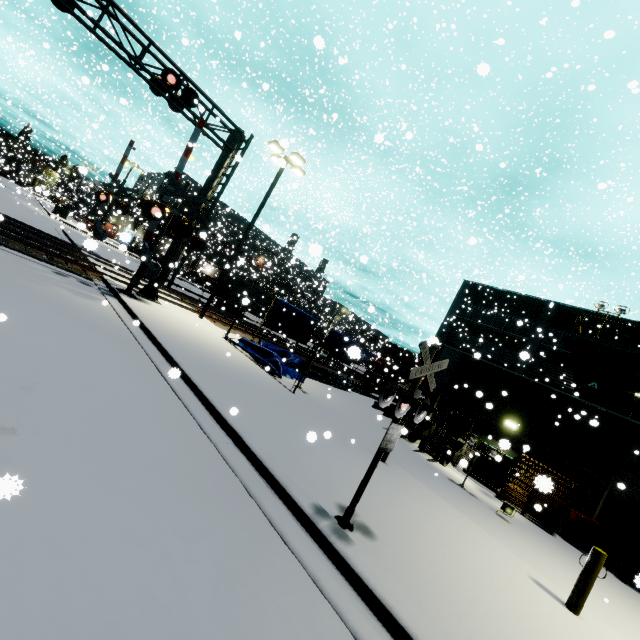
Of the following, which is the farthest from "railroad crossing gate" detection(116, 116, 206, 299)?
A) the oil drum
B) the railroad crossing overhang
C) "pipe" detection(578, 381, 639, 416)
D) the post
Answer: the oil drum

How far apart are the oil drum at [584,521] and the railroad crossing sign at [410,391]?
11.34m

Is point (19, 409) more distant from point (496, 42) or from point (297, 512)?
point (496, 42)

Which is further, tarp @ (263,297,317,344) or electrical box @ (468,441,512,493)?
tarp @ (263,297,317,344)

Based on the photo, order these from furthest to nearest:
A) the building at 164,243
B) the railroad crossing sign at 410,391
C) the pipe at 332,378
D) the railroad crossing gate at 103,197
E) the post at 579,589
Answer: the building at 164,243 < the railroad crossing gate at 103,197 < the pipe at 332,378 < the post at 579,589 < the railroad crossing sign at 410,391

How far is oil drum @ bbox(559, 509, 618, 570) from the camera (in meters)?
10.45

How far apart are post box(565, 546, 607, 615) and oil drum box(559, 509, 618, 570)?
6.33m

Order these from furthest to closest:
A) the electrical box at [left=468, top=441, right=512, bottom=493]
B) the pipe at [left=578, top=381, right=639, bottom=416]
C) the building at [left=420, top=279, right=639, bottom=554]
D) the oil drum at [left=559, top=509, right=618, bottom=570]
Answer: the pipe at [left=578, top=381, right=639, bottom=416], the electrical box at [left=468, top=441, right=512, bottom=493], the building at [left=420, top=279, right=639, bottom=554], the oil drum at [left=559, top=509, right=618, bottom=570]
